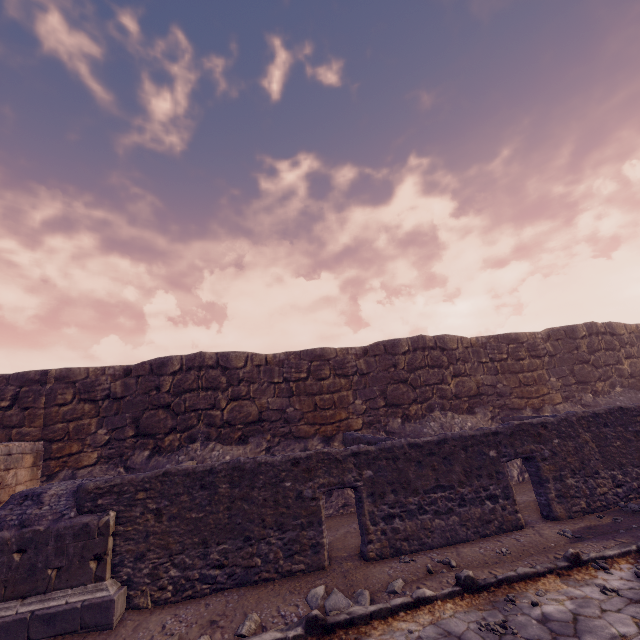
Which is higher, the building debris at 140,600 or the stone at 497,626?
the building debris at 140,600

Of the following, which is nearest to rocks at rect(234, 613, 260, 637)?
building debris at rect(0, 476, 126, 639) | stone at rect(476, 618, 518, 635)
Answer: building debris at rect(0, 476, 126, 639)

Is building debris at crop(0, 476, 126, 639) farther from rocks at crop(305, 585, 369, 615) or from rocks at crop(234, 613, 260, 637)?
rocks at crop(305, 585, 369, 615)

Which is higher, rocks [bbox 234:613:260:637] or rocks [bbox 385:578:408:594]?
rocks [bbox 385:578:408:594]

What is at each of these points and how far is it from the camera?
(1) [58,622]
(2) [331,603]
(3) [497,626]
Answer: (1) building debris, 4.5m
(2) rocks, 4.5m
(3) stone, 3.8m

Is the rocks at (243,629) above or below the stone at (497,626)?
above

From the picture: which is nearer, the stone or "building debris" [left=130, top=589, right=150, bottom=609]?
the stone

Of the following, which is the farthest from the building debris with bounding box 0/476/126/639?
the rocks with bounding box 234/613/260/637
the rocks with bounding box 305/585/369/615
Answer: the rocks with bounding box 305/585/369/615
